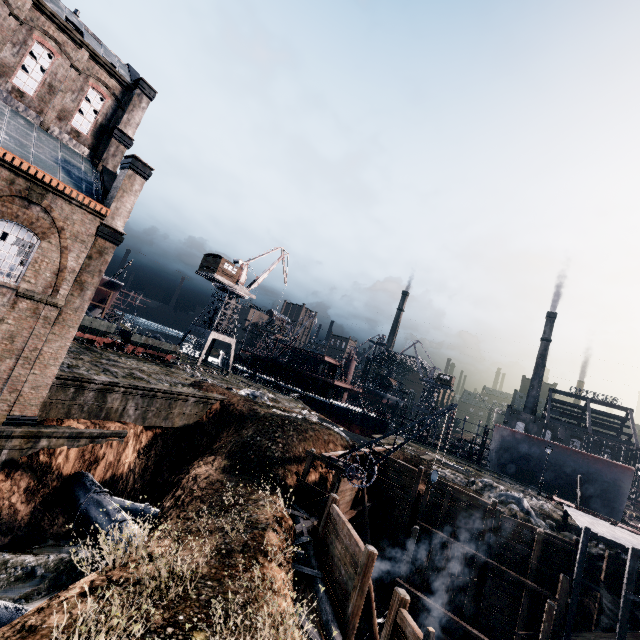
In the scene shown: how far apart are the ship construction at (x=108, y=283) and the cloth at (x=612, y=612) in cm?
6128

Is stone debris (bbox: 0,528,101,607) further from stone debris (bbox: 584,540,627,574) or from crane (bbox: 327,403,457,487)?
stone debris (bbox: 584,540,627,574)

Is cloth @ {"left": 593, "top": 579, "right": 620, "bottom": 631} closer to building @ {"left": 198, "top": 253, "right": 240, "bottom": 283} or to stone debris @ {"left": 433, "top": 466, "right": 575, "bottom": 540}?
stone debris @ {"left": 433, "top": 466, "right": 575, "bottom": 540}

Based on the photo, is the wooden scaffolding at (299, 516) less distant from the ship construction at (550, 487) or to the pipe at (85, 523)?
the pipe at (85, 523)

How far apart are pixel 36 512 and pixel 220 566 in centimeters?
1233cm

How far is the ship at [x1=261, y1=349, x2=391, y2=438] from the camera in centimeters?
5250cm

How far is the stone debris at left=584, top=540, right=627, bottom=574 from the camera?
21.06m

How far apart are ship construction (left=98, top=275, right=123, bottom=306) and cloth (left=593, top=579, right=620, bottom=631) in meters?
61.3
